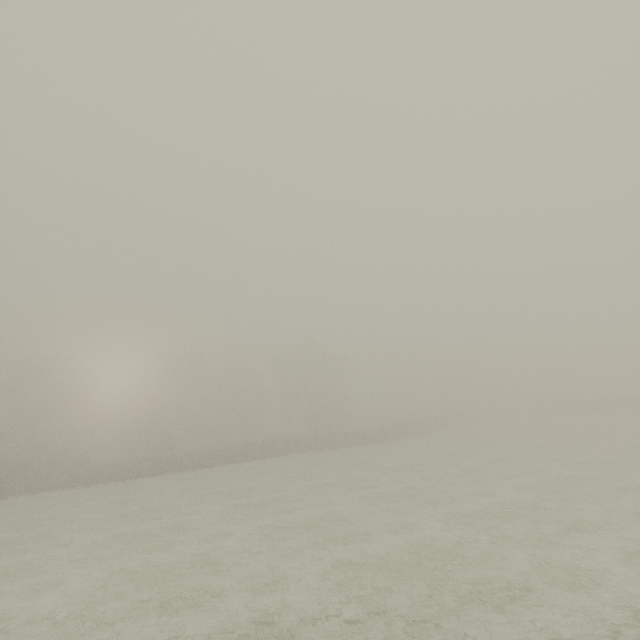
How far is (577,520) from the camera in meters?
11.2
